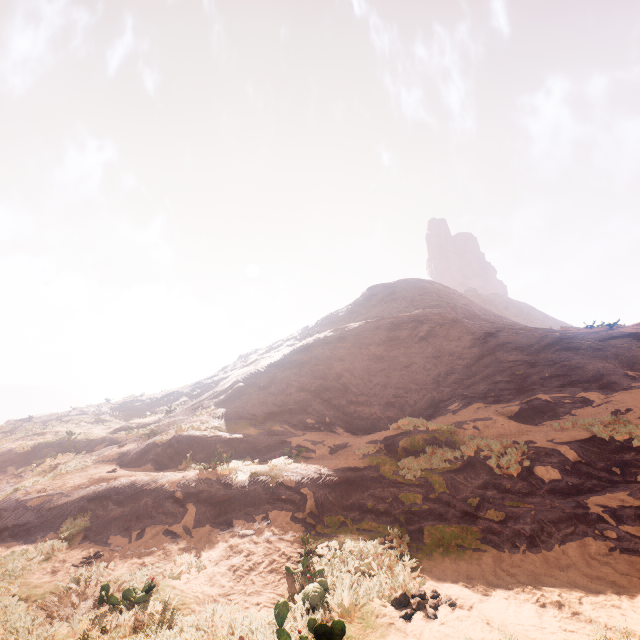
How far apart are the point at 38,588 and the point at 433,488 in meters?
8.1
